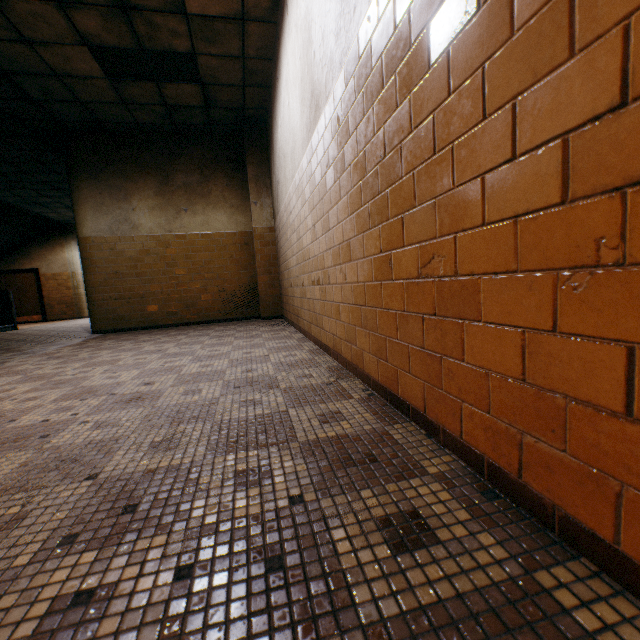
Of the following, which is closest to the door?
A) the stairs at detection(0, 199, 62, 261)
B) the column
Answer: the stairs at detection(0, 199, 62, 261)

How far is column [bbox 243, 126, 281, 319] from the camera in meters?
6.6

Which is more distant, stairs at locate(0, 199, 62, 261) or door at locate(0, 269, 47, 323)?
door at locate(0, 269, 47, 323)

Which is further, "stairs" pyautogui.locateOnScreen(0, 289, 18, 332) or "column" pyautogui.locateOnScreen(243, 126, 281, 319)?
"stairs" pyautogui.locateOnScreen(0, 289, 18, 332)

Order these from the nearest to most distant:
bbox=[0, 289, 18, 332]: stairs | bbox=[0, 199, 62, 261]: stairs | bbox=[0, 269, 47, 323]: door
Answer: bbox=[0, 289, 18, 332]: stairs, bbox=[0, 199, 62, 261]: stairs, bbox=[0, 269, 47, 323]: door

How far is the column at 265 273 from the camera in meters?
6.6

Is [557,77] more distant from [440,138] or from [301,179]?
[301,179]

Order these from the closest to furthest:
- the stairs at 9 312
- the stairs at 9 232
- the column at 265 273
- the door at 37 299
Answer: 1. the column at 265 273
2. the stairs at 9 312
3. the stairs at 9 232
4. the door at 37 299
